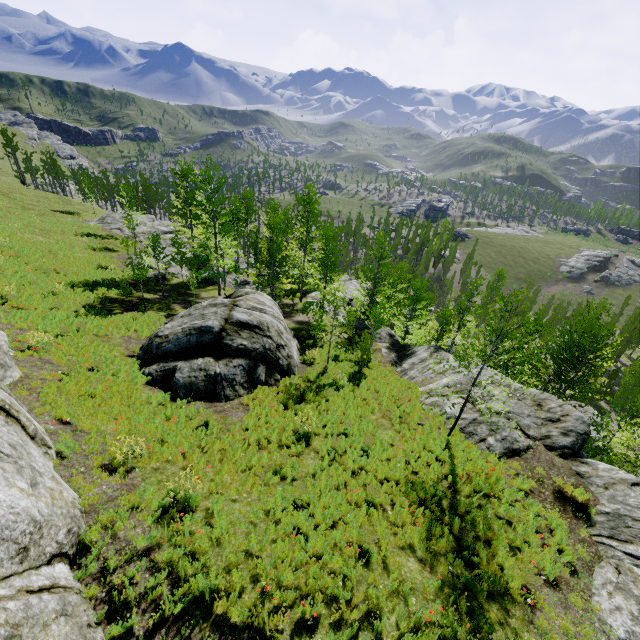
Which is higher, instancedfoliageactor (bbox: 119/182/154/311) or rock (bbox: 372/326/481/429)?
instancedfoliageactor (bbox: 119/182/154/311)

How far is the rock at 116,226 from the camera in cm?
3927

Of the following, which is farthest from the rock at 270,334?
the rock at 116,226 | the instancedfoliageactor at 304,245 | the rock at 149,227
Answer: the rock at 149,227

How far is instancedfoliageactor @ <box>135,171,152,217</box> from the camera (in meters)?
37.97

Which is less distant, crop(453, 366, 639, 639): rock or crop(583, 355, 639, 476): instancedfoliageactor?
crop(453, 366, 639, 639): rock

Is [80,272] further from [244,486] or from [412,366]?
[412,366]

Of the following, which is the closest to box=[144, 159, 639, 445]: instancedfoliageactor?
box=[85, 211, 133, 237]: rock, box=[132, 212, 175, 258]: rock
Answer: box=[85, 211, 133, 237]: rock
